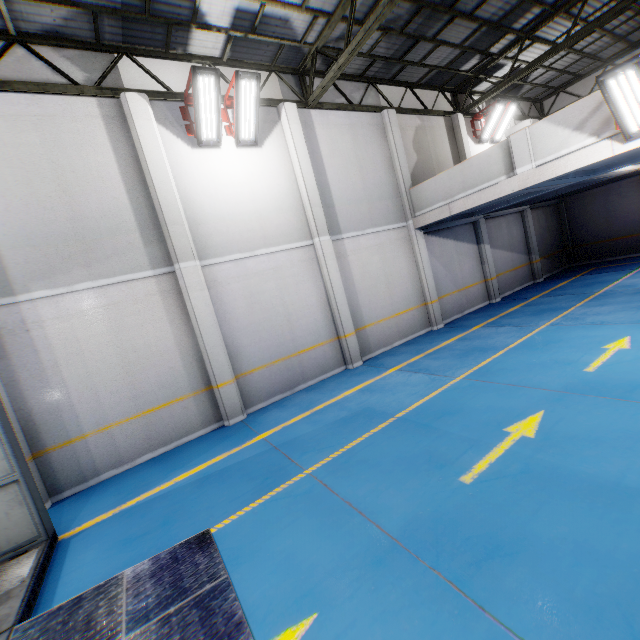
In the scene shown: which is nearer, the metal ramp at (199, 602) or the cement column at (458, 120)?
the metal ramp at (199, 602)

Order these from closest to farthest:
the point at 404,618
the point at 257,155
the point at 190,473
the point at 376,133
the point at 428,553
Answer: the point at 404,618 → the point at 428,553 → the point at 190,473 → the point at 257,155 → the point at 376,133

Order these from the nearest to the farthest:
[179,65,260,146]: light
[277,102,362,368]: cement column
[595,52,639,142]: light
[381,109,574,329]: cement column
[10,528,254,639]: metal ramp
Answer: [10,528,254,639]: metal ramp < [595,52,639,142]: light < [179,65,260,146]: light < [277,102,362,368]: cement column < [381,109,574,329]: cement column

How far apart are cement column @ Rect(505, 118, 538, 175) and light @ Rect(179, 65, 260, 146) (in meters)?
7.18

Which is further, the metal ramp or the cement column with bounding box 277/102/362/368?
the cement column with bounding box 277/102/362/368

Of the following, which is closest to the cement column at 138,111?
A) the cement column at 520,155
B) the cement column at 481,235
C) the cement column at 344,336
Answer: the cement column at 344,336

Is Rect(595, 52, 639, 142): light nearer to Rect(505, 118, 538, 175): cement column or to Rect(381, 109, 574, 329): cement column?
Rect(505, 118, 538, 175): cement column

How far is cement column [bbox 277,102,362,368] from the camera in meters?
9.2 m
